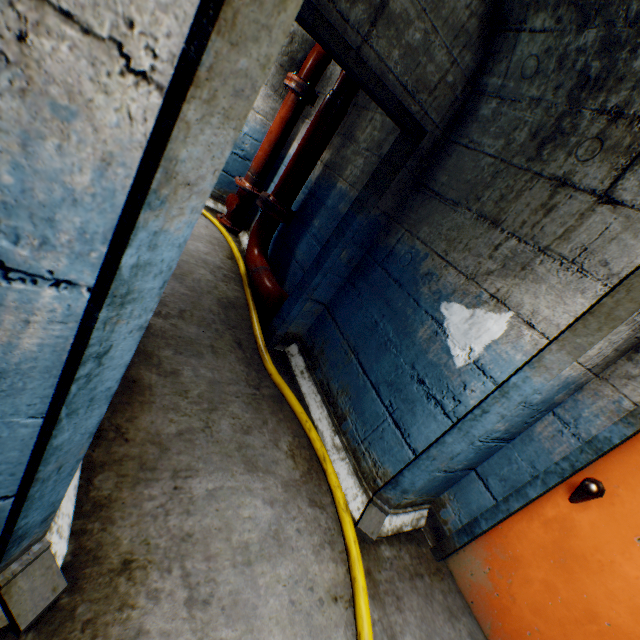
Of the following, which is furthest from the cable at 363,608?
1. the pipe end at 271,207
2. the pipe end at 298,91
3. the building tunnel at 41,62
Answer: the pipe end at 298,91

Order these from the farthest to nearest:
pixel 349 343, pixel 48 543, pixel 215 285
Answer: pixel 215 285, pixel 349 343, pixel 48 543

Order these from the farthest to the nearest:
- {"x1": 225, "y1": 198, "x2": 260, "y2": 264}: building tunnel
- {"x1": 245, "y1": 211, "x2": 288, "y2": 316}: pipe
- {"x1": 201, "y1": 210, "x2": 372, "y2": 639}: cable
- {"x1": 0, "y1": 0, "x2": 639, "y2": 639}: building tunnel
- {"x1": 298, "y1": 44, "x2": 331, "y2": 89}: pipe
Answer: {"x1": 225, "y1": 198, "x2": 260, "y2": 264}: building tunnel → {"x1": 298, "y1": 44, "x2": 331, "y2": 89}: pipe → {"x1": 245, "y1": 211, "x2": 288, "y2": 316}: pipe → {"x1": 201, "y1": 210, "x2": 372, "y2": 639}: cable → {"x1": 0, "y1": 0, "x2": 639, "y2": 639}: building tunnel

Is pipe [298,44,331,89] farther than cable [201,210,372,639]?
Yes

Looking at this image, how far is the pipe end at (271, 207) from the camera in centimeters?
362cm

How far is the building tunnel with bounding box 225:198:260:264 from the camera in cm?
465

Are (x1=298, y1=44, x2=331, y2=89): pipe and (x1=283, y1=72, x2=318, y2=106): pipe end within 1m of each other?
yes

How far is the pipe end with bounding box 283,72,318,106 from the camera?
4.0 meters
